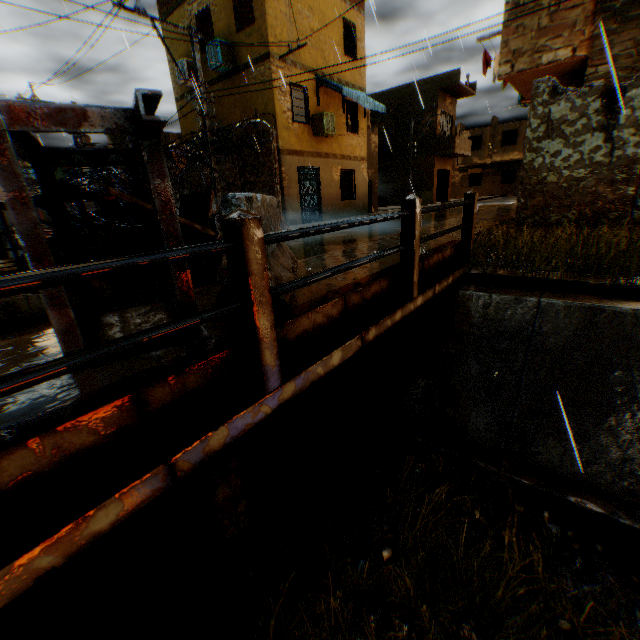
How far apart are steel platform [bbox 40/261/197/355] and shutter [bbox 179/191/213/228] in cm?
47

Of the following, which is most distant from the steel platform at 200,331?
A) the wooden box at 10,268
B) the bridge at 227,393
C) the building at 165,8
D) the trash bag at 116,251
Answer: the wooden box at 10,268

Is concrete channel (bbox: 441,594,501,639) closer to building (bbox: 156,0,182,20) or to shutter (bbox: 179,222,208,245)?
building (bbox: 156,0,182,20)

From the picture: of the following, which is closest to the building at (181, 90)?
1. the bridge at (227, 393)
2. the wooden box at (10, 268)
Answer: the bridge at (227, 393)

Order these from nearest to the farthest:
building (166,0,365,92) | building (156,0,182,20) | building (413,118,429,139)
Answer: building (166,0,365,92), building (156,0,182,20), building (413,118,429,139)

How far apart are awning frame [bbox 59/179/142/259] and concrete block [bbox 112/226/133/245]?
0.1 meters

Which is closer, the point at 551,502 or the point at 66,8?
the point at 551,502

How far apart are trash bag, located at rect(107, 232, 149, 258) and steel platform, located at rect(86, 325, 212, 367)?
0.66m
